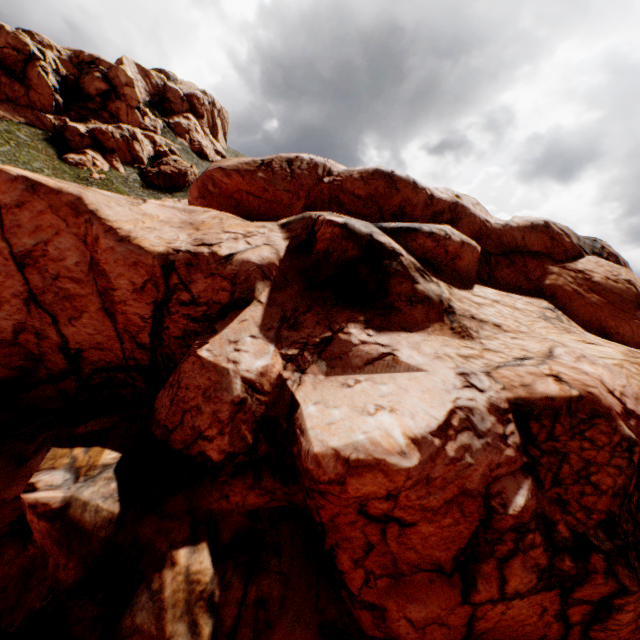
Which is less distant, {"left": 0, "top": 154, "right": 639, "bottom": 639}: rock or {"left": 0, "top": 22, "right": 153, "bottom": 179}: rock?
{"left": 0, "top": 154, "right": 639, "bottom": 639}: rock

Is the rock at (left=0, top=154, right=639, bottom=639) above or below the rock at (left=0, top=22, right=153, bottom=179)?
below

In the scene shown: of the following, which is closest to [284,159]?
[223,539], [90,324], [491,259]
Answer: [491,259]

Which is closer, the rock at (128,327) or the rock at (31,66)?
the rock at (128,327)

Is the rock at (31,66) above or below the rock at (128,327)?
above
